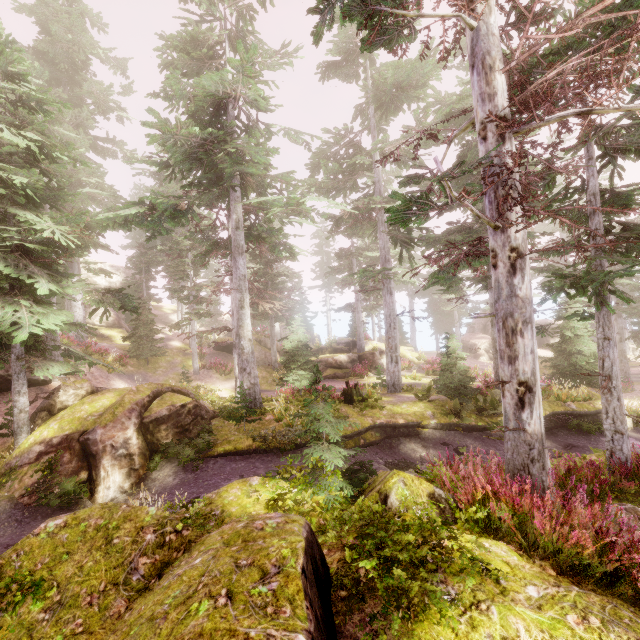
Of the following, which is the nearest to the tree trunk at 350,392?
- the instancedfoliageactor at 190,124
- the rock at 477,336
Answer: the instancedfoliageactor at 190,124

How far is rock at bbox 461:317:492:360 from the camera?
40.34m

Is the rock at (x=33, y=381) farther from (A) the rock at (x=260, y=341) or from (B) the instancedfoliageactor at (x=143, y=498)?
(A) the rock at (x=260, y=341)

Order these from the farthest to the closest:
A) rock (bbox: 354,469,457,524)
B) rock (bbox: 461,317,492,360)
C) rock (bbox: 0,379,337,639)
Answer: rock (bbox: 461,317,492,360)
rock (bbox: 354,469,457,524)
rock (bbox: 0,379,337,639)

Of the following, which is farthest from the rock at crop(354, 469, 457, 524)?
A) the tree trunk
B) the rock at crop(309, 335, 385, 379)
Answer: the rock at crop(309, 335, 385, 379)

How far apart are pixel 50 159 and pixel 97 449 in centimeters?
1089cm

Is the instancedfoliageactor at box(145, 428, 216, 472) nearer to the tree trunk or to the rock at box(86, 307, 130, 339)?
the rock at box(86, 307, 130, 339)

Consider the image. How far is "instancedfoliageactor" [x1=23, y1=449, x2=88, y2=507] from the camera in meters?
9.3
